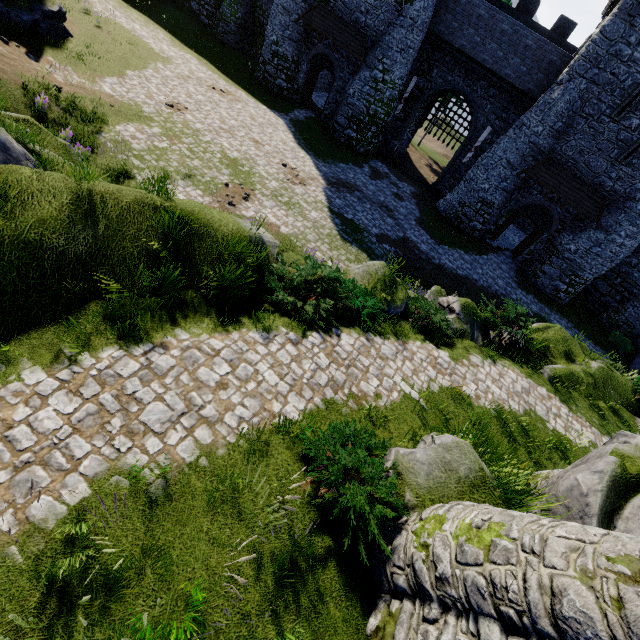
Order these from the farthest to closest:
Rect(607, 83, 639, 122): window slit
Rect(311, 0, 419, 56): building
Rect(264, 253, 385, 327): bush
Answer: Rect(311, 0, 419, 56): building, Rect(607, 83, 639, 122): window slit, Rect(264, 253, 385, 327): bush

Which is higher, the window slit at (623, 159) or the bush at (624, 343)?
the window slit at (623, 159)

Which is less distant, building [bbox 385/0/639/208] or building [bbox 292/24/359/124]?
building [bbox 385/0/639/208]

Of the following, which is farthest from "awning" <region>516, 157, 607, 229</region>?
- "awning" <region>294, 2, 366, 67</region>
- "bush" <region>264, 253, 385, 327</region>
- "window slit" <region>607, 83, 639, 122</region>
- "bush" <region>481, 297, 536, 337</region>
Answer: "bush" <region>264, 253, 385, 327</region>

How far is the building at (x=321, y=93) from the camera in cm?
3056

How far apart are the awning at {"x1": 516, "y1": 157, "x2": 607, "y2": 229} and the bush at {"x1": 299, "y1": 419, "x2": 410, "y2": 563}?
22.6 meters

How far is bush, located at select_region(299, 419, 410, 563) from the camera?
5.1 meters

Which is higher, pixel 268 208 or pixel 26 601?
pixel 26 601
